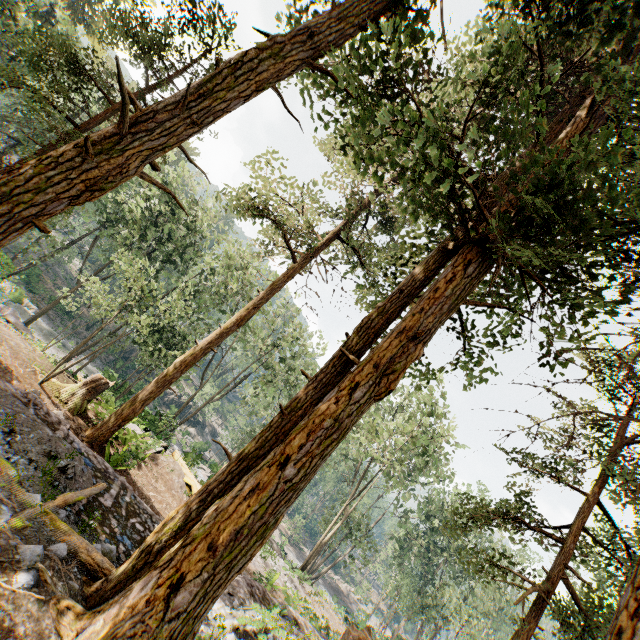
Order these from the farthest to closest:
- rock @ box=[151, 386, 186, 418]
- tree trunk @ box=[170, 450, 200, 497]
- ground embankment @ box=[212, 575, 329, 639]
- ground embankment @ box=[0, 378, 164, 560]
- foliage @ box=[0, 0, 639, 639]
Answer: rock @ box=[151, 386, 186, 418] → tree trunk @ box=[170, 450, 200, 497] → ground embankment @ box=[212, 575, 329, 639] → ground embankment @ box=[0, 378, 164, 560] → foliage @ box=[0, 0, 639, 639]

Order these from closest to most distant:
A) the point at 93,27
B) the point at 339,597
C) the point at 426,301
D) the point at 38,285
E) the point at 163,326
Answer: the point at 426,301
the point at 163,326
the point at 93,27
the point at 38,285
the point at 339,597

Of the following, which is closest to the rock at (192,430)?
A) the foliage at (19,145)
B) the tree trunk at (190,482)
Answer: the foliage at (19,145)

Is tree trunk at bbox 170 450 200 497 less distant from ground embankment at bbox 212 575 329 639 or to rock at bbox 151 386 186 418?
ground embankment at bbox 212 575 329 639

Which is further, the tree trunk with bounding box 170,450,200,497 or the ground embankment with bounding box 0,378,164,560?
the tree trunk with bounding box 170,450,200,497

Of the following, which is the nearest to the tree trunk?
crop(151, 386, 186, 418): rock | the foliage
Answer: the foliage

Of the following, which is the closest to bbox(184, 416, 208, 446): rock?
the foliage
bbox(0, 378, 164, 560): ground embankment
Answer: the foliage

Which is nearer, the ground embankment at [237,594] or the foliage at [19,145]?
the foliage at [19,145]
